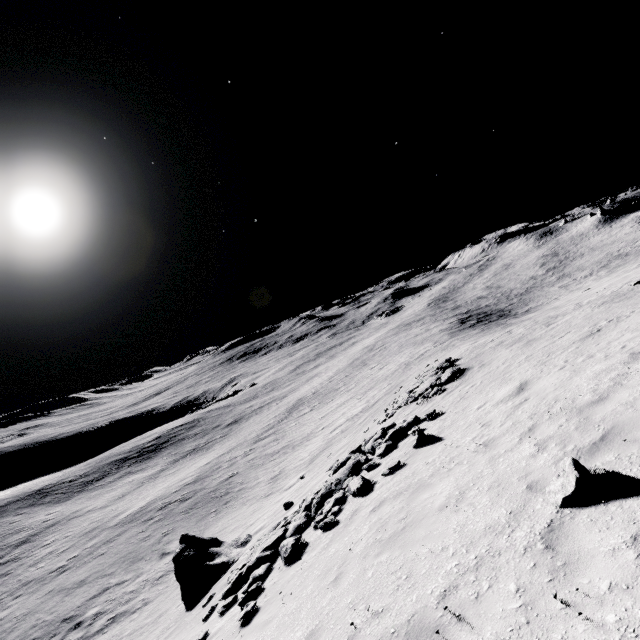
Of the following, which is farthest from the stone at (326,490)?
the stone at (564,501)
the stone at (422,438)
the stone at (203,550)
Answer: the stone at (564,501)

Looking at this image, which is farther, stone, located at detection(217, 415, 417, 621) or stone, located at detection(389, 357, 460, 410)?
stone, located at detection(389, 357, 460, 410)

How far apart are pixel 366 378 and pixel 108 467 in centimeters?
4832cm

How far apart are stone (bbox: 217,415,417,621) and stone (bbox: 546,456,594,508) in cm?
840

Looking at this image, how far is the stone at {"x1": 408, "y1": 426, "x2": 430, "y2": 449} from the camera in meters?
11.1

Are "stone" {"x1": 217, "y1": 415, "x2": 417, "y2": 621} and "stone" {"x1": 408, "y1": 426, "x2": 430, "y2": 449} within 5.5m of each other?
yes

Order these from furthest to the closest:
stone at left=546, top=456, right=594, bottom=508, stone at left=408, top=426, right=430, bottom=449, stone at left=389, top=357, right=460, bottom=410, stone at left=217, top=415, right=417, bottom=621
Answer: stone at left=389, top=357, right=460, bottom=410 → stone at left=408, top=426, right=430, bottom=449 → stone at left=217, top=415, right=417, bottom=621 → stone at left=546, top=456, right=594, bottom=508

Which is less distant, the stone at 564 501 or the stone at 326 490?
the stone at 564 501
